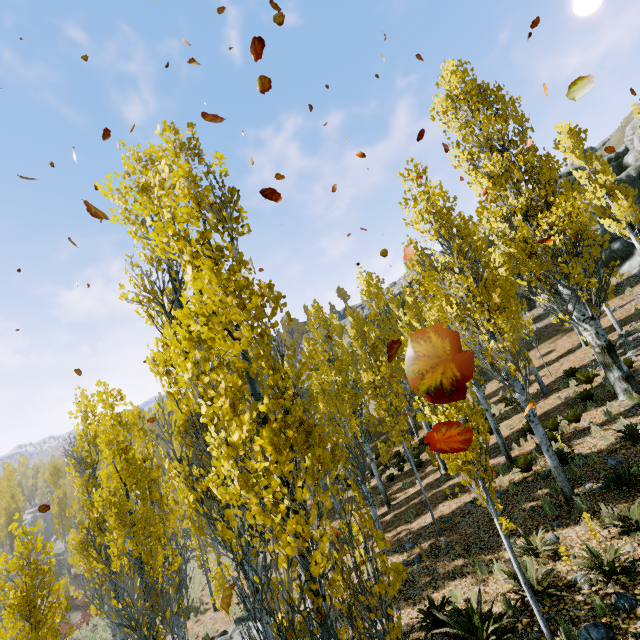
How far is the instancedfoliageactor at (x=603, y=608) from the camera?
5.0 meters

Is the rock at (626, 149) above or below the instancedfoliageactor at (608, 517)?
above

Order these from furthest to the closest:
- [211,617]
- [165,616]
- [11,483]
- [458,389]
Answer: [11,483] < [211,617] < [165,616] < [458,389]

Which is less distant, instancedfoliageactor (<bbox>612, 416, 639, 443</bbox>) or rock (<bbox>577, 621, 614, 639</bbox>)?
rock (<bbox>577, 621, 614, 639</bbox>)

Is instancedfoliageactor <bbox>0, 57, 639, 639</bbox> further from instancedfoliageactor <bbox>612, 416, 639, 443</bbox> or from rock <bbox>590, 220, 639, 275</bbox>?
instancedfoliageactor <bbox>612, 416, 639, 443</bbox>

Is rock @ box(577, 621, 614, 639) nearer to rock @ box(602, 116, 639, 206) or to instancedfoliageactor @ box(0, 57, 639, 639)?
instancedfoliageactor @ box(0, 57, 639, 639)

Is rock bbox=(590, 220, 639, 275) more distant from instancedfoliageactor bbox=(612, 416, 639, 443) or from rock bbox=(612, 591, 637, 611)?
instancedfoliageactor bbox=(612, 416, 639, 443)

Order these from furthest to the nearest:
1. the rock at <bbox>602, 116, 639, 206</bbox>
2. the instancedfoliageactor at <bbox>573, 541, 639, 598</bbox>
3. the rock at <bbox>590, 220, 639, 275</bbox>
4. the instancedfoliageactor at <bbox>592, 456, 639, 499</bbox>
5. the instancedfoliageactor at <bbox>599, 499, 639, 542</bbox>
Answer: the rock at <bbox>602, 116, 639, 206</bbox> → the rock at <bbox>590, 220, 639, 275</bbox> → the instancedfoliageactor at <bbox>592, 456, 639, 499</bbox> → the instancedfoliageactor at <bbox>599, 499, 639, 542</bbox> → the instancedfoliageactor at <bbox>573, 541, 639, 598</bbox>
